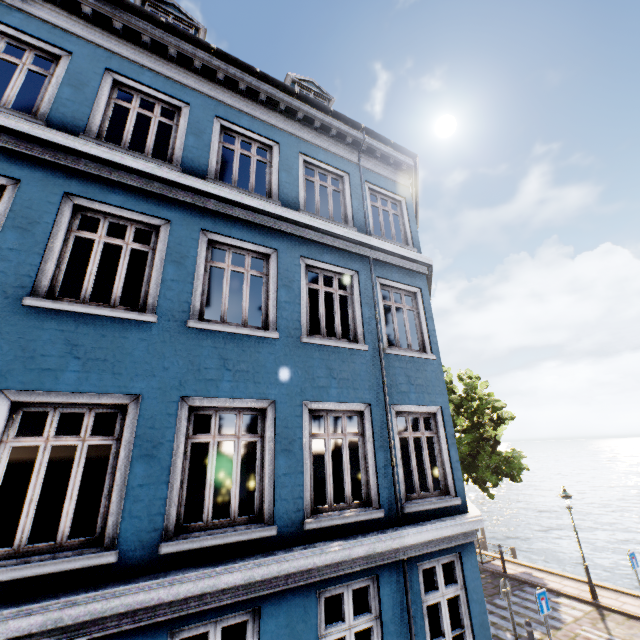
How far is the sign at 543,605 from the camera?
8.6m

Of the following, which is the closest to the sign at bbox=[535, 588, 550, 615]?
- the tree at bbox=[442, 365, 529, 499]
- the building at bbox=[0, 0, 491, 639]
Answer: the building at bbox=[0, 0, 491, 639]

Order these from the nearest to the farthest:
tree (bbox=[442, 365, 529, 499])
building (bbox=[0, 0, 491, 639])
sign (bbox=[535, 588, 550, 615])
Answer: building (bbox=[0, 0, 491, 639])
sign (bbox=[535, 588, 550, 615])
tree (bbox=[442, 365, 529, 499])

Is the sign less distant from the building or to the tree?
the building

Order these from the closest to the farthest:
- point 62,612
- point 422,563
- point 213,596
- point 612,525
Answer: point 62,612 < point 213,596 < point 422,563 < point 612,525

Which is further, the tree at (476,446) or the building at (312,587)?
the tree at (476,446)
